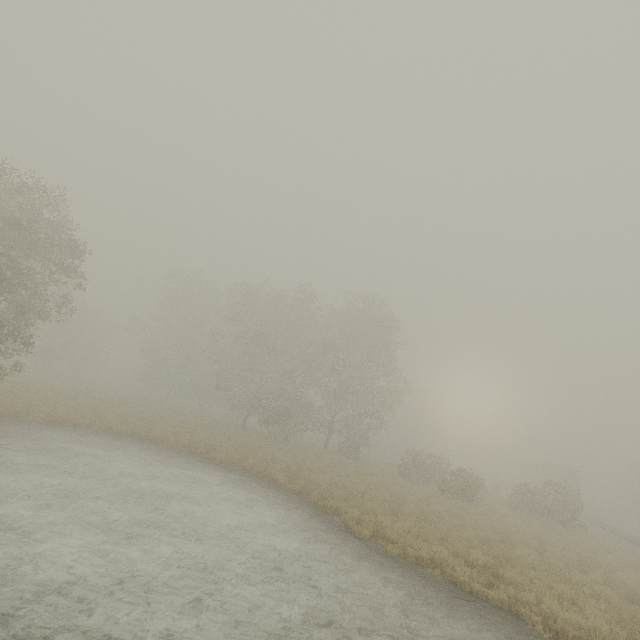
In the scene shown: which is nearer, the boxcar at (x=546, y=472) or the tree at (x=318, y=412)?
the tree at (x=318, y=412)

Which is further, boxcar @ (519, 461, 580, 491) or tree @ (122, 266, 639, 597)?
boxcar @ (519, 461, 580, 491)

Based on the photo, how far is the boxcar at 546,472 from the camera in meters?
41.5

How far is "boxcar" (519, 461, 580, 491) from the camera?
41.5 meters

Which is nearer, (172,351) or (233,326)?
(233,326)
